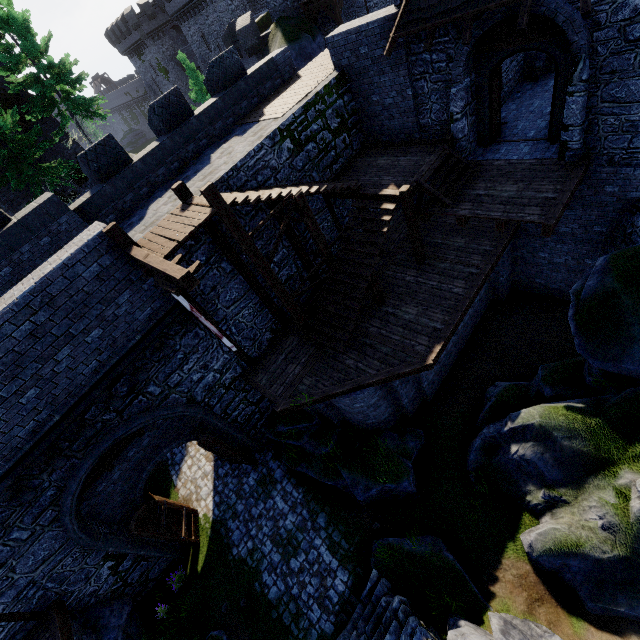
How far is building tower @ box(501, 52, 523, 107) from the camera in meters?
12.2 m

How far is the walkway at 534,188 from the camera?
8.84m

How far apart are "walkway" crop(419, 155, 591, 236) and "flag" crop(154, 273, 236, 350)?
Result: 7.6 meters

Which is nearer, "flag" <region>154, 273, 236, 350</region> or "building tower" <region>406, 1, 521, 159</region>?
"flag" <region>154, 273, 236, 350</region>

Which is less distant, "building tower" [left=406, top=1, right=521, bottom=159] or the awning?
the awning

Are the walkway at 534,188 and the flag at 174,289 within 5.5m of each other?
no

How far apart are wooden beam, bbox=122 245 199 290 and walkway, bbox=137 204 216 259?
0.0 meters

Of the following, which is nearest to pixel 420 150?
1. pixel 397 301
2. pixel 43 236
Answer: pixel 397 301
